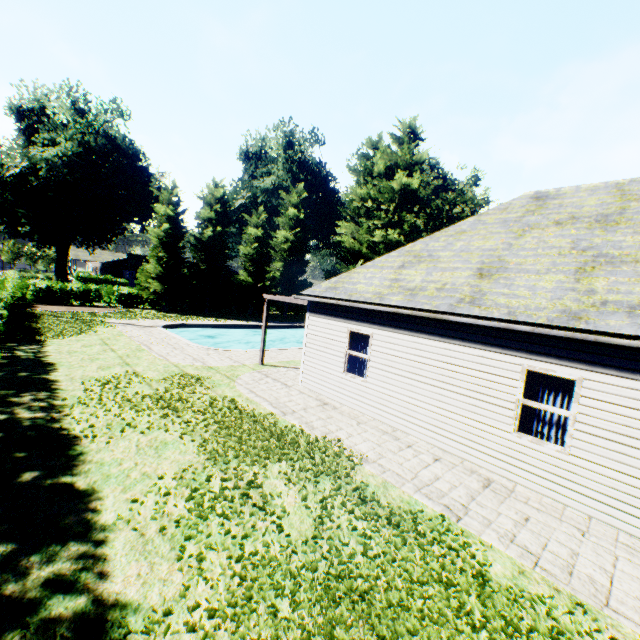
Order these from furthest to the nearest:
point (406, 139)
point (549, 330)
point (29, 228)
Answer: point (406, 139) < point (29, 228) < point (549, 330)

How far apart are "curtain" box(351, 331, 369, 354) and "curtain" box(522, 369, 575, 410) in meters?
4.0 m

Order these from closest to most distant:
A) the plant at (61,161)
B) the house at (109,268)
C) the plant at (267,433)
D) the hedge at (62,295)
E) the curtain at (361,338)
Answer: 1. the plant at (267,433)
2. the curtain at (361,338)
3. the hedge at (62,295)
4. the plant at (61,161)
5. the house at (109,268)

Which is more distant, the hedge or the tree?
the tree

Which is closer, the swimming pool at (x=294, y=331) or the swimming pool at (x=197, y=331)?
the swimming pool at (x=197, y=331)

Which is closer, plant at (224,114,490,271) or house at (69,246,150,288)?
plant at (224,114,490,271)

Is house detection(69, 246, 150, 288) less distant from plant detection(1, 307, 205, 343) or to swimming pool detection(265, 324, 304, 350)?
plant detection(1, 307, 205, 343)

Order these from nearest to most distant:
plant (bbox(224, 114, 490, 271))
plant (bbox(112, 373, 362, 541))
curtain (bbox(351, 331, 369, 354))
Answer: plant (bbox(112, 373, 362, 541)), curtain (bbox(351, 331, 369, 354)), plant (bbox(224, 114, 490, 271))
